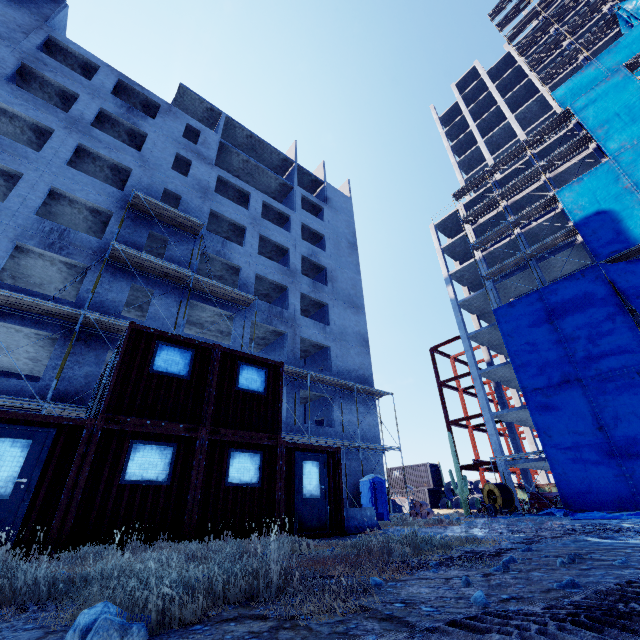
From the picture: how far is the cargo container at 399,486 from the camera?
38.2m

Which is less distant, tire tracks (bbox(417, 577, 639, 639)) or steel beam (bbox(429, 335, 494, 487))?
tire tracks (bbox(417, 577, 639, 639))

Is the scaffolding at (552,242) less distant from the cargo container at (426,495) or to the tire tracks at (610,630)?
the cargo container at (426,495)

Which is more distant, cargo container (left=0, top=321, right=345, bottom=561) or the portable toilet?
the portable toilet

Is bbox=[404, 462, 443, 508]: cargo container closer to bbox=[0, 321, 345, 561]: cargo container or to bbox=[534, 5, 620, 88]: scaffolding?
bbox=[534, 5, 620, 88]: scaffolding

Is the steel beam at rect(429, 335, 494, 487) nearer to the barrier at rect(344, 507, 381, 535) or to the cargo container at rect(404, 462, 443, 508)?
the cargo container at rect(404, 462, 443, 508)

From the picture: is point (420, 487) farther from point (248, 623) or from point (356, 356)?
point (248, 623)

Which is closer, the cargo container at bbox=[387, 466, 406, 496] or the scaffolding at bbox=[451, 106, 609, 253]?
the scaffolding at bbox=[451, 106, 609, 253]
